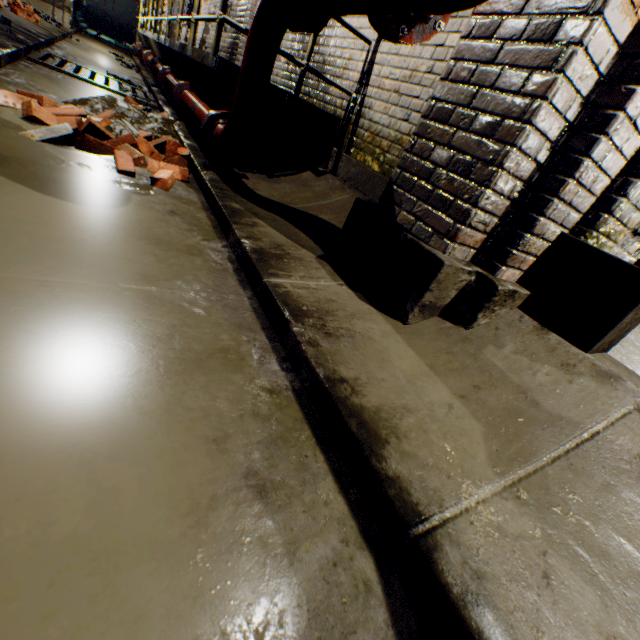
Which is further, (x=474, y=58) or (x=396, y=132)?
(x=396, y=132)

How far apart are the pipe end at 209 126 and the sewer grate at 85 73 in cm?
328

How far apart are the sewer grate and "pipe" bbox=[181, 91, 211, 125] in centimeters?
149cm

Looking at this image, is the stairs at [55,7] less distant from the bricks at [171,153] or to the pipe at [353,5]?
the bricks at [171,153]

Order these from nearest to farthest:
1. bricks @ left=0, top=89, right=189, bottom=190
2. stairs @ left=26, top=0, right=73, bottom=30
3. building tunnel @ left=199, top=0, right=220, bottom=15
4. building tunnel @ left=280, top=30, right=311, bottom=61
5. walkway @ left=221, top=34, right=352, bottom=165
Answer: bricks @ left=0, top=89, right=189, bottom=190, walkway @ left=221, top=34, right=352, bottom=165, building tunnel @ left=280, top=30, right=311, bottom=61, building tunnel @ left=199, top=0, right=220, bottom=15, stairs @ left=26, top=0, right=73, bottom=30

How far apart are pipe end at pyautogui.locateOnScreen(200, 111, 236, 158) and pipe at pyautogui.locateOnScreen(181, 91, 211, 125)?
0.1 meters

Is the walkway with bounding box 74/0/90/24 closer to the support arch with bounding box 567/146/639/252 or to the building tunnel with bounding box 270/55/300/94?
the building tunnel with bounding box 270/55/300/94

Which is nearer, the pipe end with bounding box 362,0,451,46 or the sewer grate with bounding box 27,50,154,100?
the pipe end with bounding box 362,0,451,46
